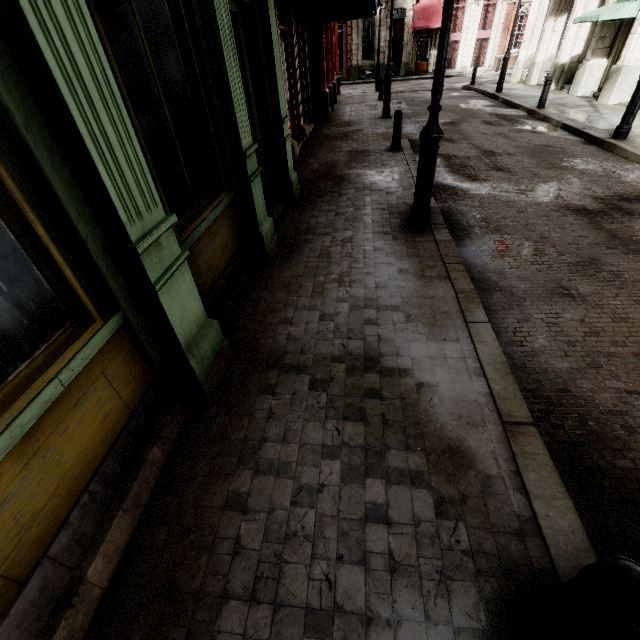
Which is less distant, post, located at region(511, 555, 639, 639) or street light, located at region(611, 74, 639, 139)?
post, located at region(511, 555, 639, 639)

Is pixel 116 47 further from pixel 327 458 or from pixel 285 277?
pixel 327 458

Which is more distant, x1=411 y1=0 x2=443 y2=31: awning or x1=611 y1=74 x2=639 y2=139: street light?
x1=411 y1=0 x2=443 y2=31: awning

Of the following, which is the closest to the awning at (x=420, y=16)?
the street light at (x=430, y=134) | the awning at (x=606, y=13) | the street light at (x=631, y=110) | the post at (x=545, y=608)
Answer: the awning at (x=606, y=13)

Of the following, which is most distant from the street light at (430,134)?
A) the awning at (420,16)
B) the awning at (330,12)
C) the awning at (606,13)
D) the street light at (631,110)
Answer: the awning at (420,16)

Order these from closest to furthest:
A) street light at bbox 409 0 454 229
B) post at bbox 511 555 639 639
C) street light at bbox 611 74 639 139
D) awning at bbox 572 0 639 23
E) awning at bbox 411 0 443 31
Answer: post at bbox 511 555 639 639 → street light at bbox 409 0 454 229 → street light at bbox 611 74 639 139 → awning at bbox 572 0 639 23 → awning at bbox 411 0 443 31

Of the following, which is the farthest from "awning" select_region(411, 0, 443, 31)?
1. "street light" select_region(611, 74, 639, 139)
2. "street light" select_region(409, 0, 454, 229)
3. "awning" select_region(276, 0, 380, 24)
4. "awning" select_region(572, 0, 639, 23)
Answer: "street light" select_region(409, 0, 454, 229)

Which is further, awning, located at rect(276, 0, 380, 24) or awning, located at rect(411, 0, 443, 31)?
awning, located at rect(411, 0, 443, 31)
